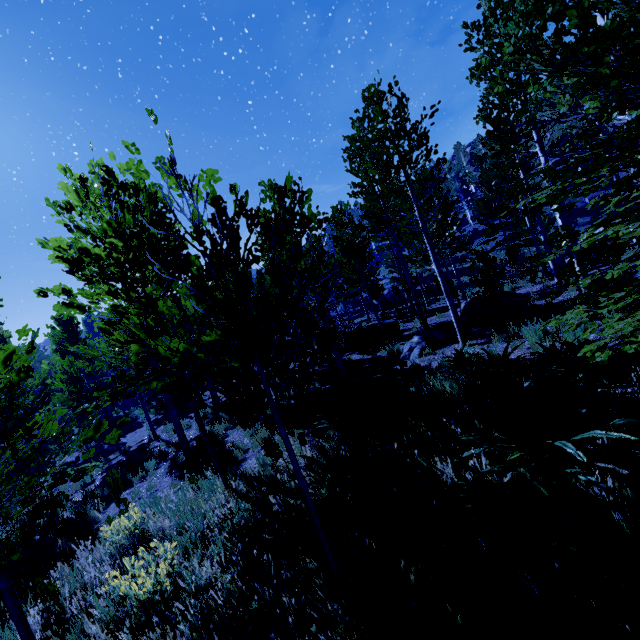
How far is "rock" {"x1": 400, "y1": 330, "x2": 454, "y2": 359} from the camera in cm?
1042

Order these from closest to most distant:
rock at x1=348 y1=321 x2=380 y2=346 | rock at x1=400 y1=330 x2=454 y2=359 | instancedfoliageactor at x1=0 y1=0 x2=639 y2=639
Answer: instancedfoliageactor at x1=0 y1=0 x2=639 y2=639 → rock at x1=400 y1=330 x2=454 y2=359 → rock at x1=348 y1=321 x2=380 y2=346

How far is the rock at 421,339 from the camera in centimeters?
1042cm

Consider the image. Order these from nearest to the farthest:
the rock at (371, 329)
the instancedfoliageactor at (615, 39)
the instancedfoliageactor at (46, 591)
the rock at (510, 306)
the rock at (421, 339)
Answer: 1. the instancedfoliageactor at (615, 39)
2. the instancedfoliageactor at (46, 591)
3. the rock at (421, 339)
4. the rock at (510, 306)
5. the rock at (371, 329)

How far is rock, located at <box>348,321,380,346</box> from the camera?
15.7m

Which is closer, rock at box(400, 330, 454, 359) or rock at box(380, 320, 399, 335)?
rock at box(400, 330, 454, 359)

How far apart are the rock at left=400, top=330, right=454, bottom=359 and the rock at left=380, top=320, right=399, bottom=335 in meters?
3.4 m

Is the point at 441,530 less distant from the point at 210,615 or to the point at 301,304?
the point at 210,615
